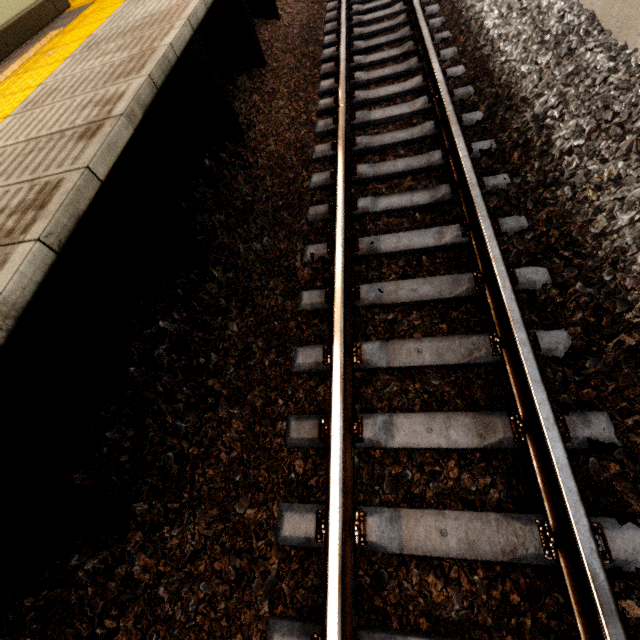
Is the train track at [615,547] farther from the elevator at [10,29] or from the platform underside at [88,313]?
the elevator at [10,29]

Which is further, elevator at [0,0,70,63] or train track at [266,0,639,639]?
elevator at [0,0,70,63]

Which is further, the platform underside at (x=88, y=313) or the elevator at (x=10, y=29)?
the elevator at (x=10, y=29)

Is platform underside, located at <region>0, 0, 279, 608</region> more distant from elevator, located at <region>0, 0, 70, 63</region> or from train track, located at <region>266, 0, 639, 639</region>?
elevator, located at <region>0, 0, 70, 63</region>

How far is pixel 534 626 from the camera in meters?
1.4

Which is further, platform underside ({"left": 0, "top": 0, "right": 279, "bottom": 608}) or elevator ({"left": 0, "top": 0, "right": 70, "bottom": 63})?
elevator ({"left": 0, "top": 0, "right": 70, "bottom": 63})

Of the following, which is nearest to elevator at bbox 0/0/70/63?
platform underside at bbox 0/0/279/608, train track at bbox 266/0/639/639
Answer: platform underside at bbox 0/0/279/608
